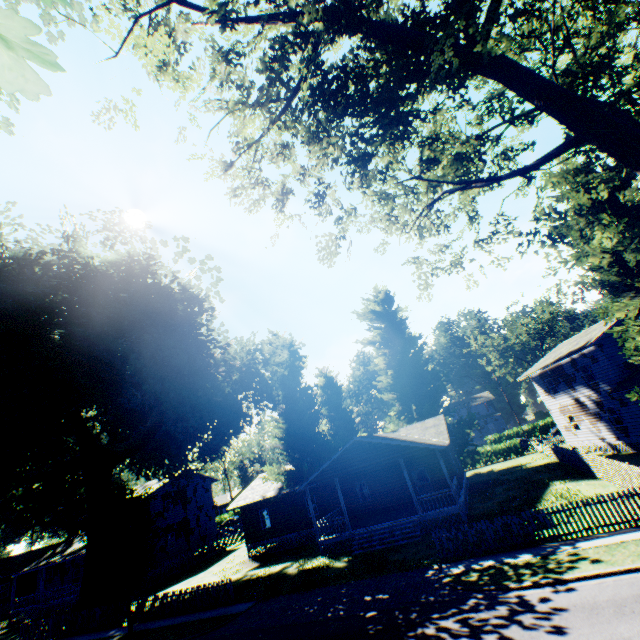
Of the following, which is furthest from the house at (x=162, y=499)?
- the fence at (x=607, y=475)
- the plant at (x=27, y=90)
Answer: the fence at (x=607, y=475)

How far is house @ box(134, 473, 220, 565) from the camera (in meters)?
36.84

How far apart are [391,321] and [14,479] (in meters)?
39.14

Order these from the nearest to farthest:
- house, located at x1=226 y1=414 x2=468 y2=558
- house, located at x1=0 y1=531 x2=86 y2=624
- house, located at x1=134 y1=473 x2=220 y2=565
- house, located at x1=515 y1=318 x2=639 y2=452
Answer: house, located at x1=226 y1=414 x2=468 y2=558 < house, located at x1=515 y1=318 x2=639 y2=452 < house, located at x1=0 y1=531 x2=86 y2=624 < house, located at x1=134 y1=473 x2=220 y2=565

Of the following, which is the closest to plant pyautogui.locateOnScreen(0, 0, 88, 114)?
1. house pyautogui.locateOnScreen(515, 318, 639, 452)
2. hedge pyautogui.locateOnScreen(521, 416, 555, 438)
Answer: house pyautogui.locateOnScreen(515, 318, 639, 452)

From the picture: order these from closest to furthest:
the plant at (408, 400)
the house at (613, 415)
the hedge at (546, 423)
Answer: the house at (613, 415)
the plant at (408, 400)
the hedge at (546, 423)

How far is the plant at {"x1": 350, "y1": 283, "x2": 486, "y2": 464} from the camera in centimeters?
3631cm

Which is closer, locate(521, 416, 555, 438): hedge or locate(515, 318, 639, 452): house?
locate(515, 318, 639, 452): house
